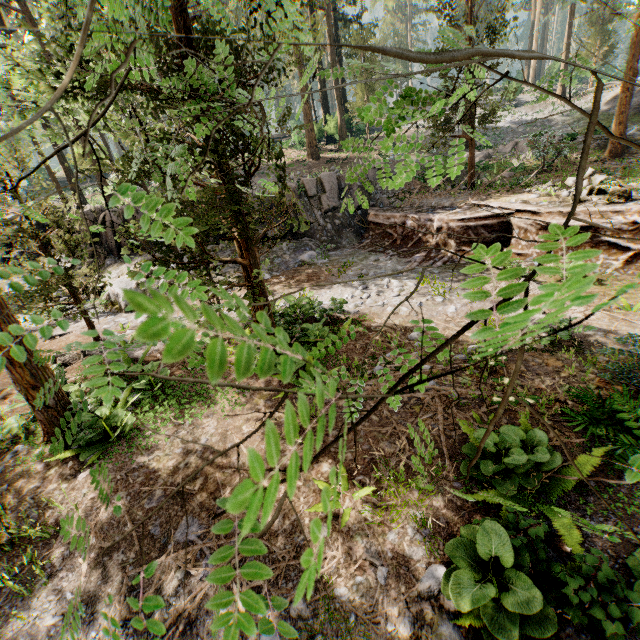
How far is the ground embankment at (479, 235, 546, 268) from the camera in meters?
11.7

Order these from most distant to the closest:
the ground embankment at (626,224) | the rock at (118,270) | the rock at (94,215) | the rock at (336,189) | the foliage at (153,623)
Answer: the rock at (94,215) → the rock at (336,189) → the rock at (118,270) → the ground embankment at (626,224) → the foliage at (153,623)

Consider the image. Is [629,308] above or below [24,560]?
above

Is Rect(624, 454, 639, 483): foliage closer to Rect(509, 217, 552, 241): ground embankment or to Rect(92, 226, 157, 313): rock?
Rect(509, 217, 552, 241): ground embankment

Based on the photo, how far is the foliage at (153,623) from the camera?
0.53m

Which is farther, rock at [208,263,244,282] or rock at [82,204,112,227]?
rock at [82,204,112,227]

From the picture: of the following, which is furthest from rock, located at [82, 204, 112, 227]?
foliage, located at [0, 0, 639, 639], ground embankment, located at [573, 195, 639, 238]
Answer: foliage, located at [0, 0, 639, 639]
